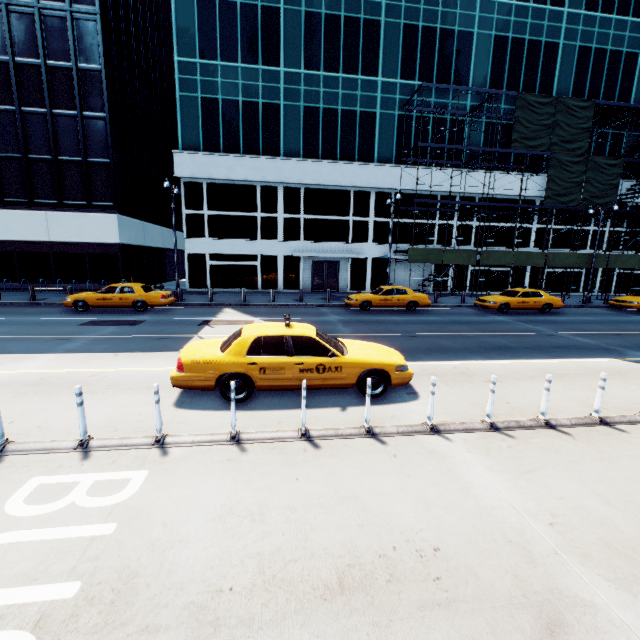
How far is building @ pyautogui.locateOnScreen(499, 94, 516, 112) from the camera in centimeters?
2795cm

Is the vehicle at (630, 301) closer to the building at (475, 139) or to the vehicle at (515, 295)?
the vehicle at (515, 295)

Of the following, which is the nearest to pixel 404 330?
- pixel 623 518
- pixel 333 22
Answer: pixel 623 518

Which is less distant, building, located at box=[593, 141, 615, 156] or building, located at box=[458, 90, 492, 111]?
building, located at box=[458, 90, 492, 111]

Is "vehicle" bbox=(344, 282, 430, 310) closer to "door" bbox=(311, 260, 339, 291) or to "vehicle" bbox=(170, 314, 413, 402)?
"door" bbox=(311, 260, 339, 291)

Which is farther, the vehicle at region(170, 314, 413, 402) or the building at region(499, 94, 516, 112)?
the building at region(499, 94, 516, 112)

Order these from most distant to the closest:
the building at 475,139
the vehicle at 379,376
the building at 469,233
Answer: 1. the building at 469,233
2. the building at 475,139
3. the vehicle at 379,376
